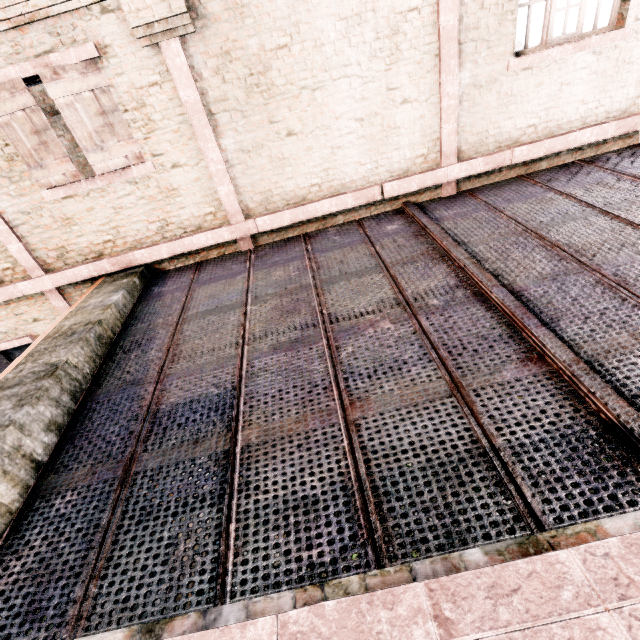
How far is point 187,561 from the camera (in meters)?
2.67
